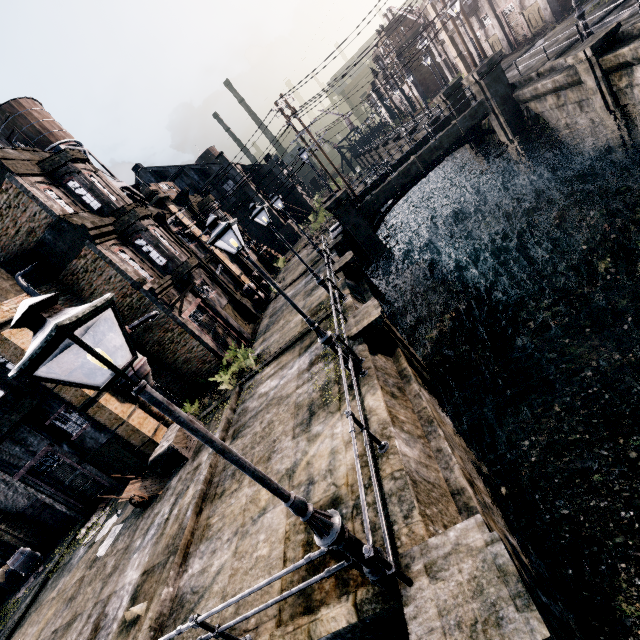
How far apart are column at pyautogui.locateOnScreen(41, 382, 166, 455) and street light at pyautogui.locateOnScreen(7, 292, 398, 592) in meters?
13.4 m

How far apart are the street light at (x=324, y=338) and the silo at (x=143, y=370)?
10.98m

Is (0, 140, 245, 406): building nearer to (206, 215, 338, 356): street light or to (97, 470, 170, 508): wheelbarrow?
(97, 470, 170, 508): wheelbarrow

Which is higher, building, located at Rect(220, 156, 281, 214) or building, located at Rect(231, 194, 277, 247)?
building, located at Rect(220, 156, 281, 214)

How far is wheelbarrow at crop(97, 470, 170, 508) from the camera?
13.2m

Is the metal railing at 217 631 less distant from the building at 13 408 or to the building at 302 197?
the building at 13 408

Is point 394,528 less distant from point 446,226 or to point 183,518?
point 183,518
